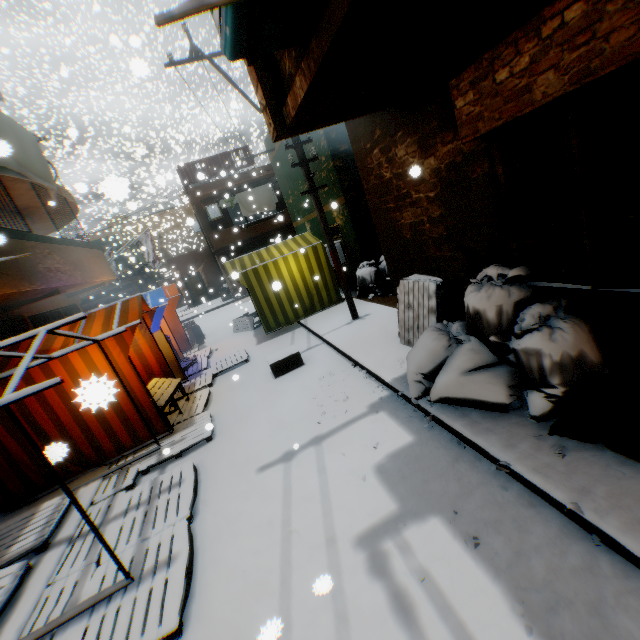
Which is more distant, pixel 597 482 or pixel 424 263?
pixel 424 263

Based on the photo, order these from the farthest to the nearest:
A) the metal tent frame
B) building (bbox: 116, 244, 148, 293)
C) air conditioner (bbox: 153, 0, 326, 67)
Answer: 1. building (bbox: 116, 244, 148, 293)
2. the metal tent frame
3. air conditioner (bbox: 153, 0, 326, 67)

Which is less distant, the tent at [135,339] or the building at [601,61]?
the building at [601,61]

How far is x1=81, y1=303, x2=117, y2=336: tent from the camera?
5.6 meters

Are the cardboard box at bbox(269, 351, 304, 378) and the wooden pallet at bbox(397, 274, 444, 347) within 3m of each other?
yes

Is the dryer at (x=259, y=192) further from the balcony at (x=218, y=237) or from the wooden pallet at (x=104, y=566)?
the wooden pallet at (x=104, y=566)

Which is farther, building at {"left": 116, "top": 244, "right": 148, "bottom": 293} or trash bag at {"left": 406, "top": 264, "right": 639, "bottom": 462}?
building at {"left": 116, "top": 244, "right": 148, "bottom": 293}
